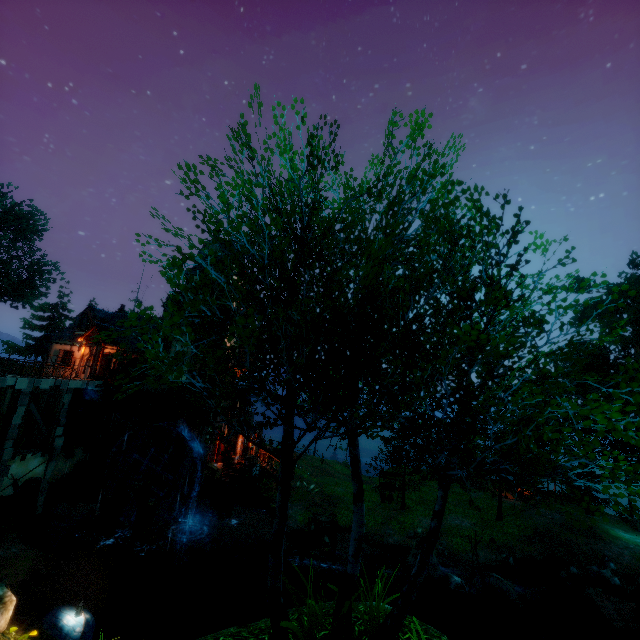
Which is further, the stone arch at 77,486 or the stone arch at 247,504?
the stone arch at 247,504

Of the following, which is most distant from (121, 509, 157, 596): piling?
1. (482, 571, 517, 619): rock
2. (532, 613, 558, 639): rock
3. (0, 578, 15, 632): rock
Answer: (532, 613, 558, 639): rock

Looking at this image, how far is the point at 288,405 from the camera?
4.4 meters

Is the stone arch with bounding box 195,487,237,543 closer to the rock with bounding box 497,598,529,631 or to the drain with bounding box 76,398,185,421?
the drain with bounding box 76,398,185,421

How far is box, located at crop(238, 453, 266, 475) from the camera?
25.6m

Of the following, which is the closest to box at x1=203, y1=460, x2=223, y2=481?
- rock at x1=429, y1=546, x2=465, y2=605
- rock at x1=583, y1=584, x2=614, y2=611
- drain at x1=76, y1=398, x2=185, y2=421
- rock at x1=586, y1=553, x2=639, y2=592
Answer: drain at x1=76, y1=398, x2=185, y2=421

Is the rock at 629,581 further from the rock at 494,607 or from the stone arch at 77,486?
the stone arch at 77,486

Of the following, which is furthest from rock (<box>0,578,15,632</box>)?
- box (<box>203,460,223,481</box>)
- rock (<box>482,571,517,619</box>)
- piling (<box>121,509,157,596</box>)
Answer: rock (<box>482,571,517,619</box>)
